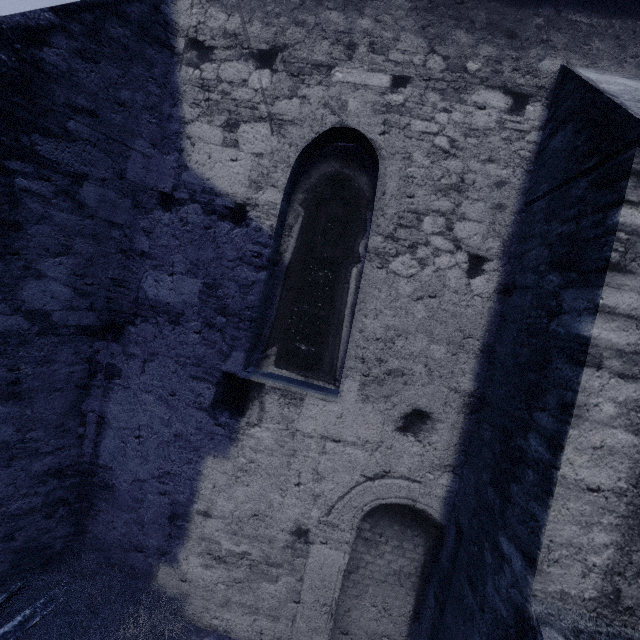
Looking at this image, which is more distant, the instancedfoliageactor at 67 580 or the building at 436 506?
the instancedfoliageactor at 67 580

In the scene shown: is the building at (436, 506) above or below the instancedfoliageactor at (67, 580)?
above

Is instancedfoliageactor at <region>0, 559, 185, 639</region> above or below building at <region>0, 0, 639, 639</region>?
below

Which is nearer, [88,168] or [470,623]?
[470,623]

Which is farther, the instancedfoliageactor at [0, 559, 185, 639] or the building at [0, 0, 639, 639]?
the instancedfoliageactor at [0, 559, 185, 639]
